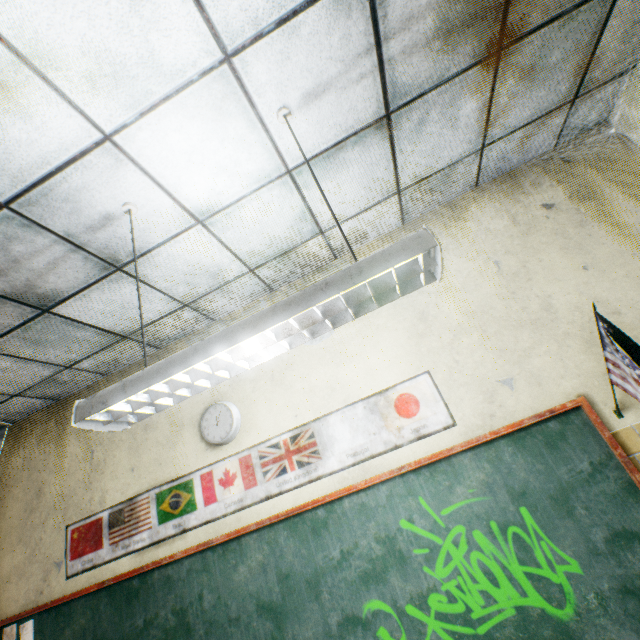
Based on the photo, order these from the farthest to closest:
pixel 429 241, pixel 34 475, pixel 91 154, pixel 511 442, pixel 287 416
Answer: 1. pixel 34 475
2. pixel 287 416
3. pixel 511 442
4. pixel 91 154
5. pixel 429 241

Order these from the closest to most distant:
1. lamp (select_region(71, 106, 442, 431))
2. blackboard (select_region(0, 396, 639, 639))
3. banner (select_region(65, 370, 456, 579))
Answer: lamp (select_region(71, 106, 442, 431)), blackboard (select_region(0, 396, 639, 639)), banner (select_region(65, 370, 456, 579))

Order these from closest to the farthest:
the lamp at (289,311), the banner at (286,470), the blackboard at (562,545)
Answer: the lamp at (289,311), the blackboard at (562,545), the banner at (286,470)

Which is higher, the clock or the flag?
the clock

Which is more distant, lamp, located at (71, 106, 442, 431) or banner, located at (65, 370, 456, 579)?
banner, located at (65, 370, 456, 579)

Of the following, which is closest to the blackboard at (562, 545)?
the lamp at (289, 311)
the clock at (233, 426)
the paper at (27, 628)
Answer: the paper at (27, 628)

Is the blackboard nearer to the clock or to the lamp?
the clock

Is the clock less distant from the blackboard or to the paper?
the blackboard
